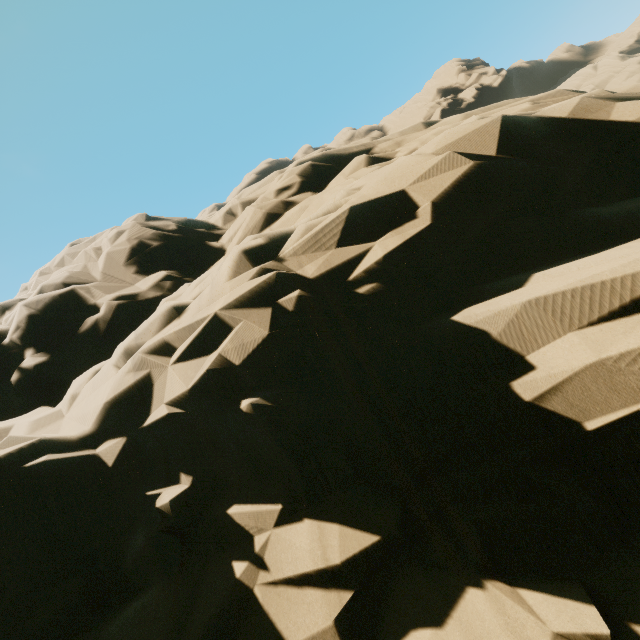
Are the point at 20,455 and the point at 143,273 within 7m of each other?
no
